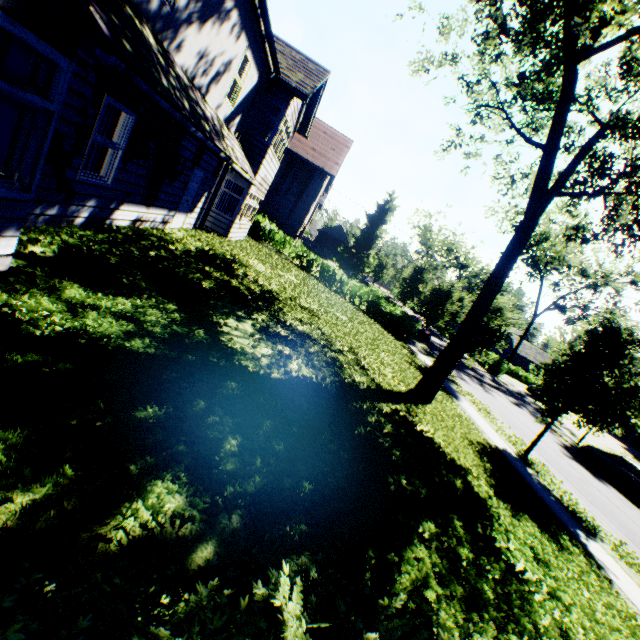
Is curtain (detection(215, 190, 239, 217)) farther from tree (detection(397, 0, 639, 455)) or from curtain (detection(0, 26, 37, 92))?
curtain (detection(0, 26, 37, 92))

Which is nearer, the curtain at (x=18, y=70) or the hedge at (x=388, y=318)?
the curtain at (x=18, y=70)

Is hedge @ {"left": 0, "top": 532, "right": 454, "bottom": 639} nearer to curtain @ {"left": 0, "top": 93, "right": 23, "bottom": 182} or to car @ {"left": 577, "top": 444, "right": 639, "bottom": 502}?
curtain @ {"left": 0, "top": 93, "right": 23, "bottom": 182}

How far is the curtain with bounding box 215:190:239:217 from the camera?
14.3m

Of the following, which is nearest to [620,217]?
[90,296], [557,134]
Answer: [557,134]

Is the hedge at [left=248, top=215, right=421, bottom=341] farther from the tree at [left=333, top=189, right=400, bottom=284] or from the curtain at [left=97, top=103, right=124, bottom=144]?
the curtain at [left=97, top=103, right=124, bottom=144]

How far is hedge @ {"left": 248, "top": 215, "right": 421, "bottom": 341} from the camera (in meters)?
23.21

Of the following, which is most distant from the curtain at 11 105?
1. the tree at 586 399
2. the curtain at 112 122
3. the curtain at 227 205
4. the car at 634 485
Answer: the car at 634 485
